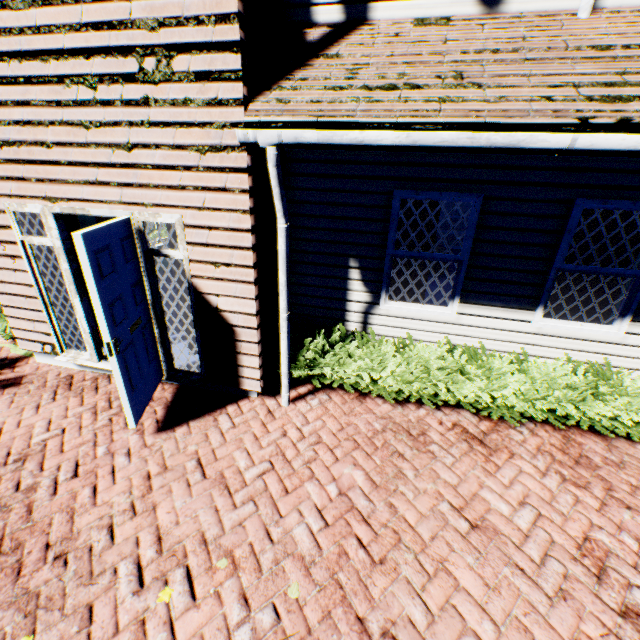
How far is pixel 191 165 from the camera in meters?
3.3

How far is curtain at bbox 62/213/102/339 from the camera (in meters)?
4.32

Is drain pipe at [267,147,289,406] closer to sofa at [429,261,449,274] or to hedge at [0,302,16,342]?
hedge at [0,302,16,342]

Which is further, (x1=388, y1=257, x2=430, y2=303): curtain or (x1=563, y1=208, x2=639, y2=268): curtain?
(x1=388, y1=257, x2=430, y2=303): curtain

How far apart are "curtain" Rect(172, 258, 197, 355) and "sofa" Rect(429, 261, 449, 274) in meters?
5.3

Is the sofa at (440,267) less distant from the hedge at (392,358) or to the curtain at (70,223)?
the hedge at (392,358)

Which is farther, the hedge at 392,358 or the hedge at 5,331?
the hedge at 5,331

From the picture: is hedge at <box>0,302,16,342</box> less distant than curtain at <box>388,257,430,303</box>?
No
